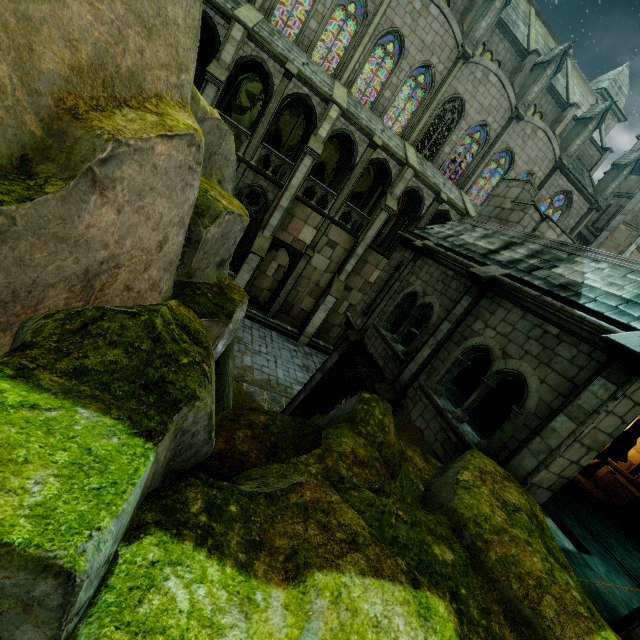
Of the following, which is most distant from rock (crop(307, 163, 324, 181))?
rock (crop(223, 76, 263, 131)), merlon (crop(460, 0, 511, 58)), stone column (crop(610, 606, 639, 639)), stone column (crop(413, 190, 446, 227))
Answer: stone column (crop(610, 606, 639, 639))

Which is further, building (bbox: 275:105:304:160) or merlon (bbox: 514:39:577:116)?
merlon (bbox: 514:39:577:116)

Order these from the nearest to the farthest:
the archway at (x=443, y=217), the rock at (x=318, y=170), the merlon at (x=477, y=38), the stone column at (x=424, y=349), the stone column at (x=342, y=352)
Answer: the stone column at (x=424, y=349) < the stone column at (x=342, y=352) < the merlon at (x=477, y=38) < the archway at (x=443, y=217) < the rock at (x=318, y=170)

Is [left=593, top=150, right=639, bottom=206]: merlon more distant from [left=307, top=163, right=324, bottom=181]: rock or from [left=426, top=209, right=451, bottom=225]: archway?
[left=307, top=163, right=324, bottom=181]: rock

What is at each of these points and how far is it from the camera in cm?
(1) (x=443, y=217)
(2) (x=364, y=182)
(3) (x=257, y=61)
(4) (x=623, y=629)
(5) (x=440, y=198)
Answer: (1) archway, 2397
(2) building, 3916
(3) archway, 1712
(4) stone column, 562
(5) stone column, 2167

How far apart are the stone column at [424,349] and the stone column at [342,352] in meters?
2.8

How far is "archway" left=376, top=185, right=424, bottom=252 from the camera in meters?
22.2 m

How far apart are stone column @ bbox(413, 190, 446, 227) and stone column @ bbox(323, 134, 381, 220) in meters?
5.1 m
